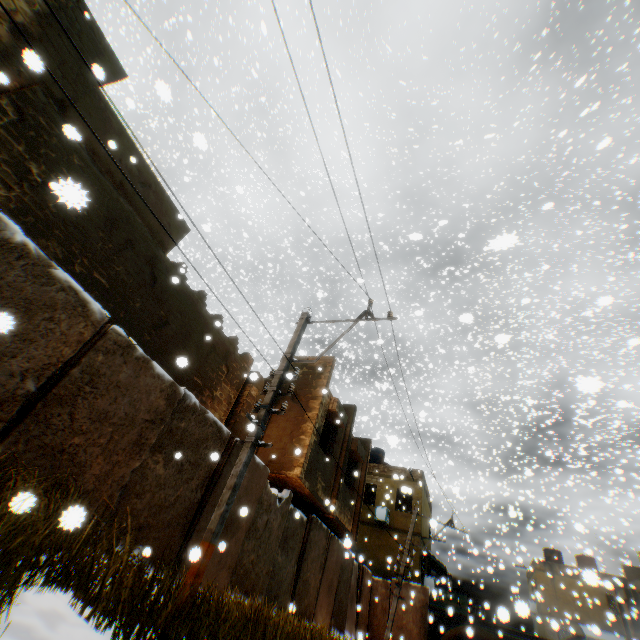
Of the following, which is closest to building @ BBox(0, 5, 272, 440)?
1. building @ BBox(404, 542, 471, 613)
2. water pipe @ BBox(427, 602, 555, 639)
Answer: water pipe @ BBox(427, 602, 555, 639)

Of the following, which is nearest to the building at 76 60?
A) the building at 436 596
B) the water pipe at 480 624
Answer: the water pipe at 480 624

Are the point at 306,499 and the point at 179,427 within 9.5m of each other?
yes

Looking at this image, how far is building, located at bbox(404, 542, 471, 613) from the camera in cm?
1909

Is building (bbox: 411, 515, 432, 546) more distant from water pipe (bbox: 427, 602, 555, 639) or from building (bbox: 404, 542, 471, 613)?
building (bbox: 404, 542, 471, 613)

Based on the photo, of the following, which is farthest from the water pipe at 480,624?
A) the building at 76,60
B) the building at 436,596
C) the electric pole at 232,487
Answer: the electric pole at 232,487

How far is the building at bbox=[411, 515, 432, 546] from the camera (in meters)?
20.09
